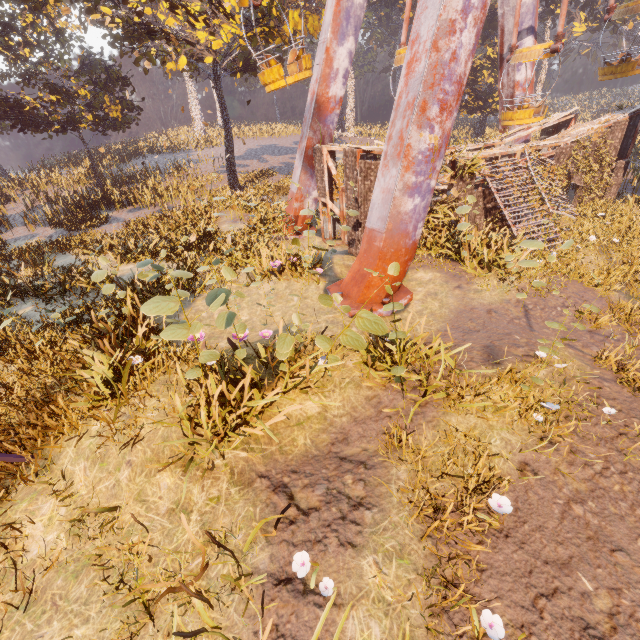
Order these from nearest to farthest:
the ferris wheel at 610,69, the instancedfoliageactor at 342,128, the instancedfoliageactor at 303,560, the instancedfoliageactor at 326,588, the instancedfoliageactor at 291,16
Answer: the instancedfoliageactor at 326,588, the instancedfoliageactor at 303,560, the ferris wheel at 610,69, the instancedfoliageactor at 291,16, the instancedfoliageactor at 342,128

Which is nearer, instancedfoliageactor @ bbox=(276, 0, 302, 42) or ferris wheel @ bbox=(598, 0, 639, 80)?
ferris wheel @ bbox=(598, 0, 639, 80)

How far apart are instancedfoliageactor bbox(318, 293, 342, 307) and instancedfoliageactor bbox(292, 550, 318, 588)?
3.0 meters

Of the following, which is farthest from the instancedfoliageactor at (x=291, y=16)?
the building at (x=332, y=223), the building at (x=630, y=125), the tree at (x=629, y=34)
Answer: the tree at (x=629, y=34)

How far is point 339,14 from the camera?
12.4 meters

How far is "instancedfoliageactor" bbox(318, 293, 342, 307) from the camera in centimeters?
514cm

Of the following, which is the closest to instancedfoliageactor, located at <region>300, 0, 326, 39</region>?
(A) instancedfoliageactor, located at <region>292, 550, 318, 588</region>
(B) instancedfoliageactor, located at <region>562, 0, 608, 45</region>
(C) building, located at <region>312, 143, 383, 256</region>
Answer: (C) building, located at <region>312, 143, 383, 256</region>

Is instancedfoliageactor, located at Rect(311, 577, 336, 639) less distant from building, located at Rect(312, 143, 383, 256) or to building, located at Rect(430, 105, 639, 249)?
building, located at Rect(312, 143, 383, 256)
